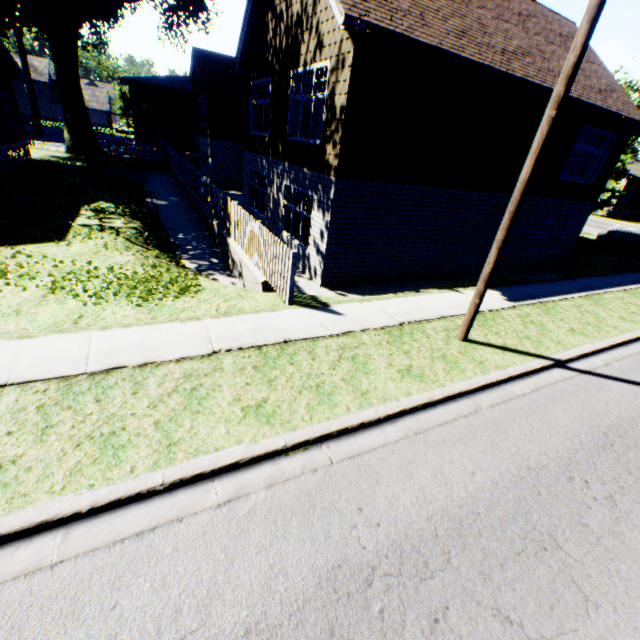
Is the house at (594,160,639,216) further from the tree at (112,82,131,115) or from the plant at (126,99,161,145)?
the plant at (126,99,161,145)

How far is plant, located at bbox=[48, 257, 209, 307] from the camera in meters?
6.6 m

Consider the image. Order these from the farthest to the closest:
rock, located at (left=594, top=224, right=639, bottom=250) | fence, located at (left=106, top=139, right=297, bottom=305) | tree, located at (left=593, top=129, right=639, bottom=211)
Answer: tree, located at (left=593, top=129, right=639, bottom=211)
rock, located at (left=594, top=224, right=639, bottom=250)
fence, located at (left=106, top=139, right=297, bottom=305)

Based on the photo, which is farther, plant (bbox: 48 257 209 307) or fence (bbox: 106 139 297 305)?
fence (bbox: 106 139 297 305)

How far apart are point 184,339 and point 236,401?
1.8 meters

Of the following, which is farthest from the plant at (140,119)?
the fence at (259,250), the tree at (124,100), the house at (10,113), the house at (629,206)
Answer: the house at (629,206)

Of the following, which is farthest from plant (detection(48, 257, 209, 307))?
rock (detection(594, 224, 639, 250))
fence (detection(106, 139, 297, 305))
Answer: rock (detection(594, 224, 639, 250))

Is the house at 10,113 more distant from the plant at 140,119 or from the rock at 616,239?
the rock at 616,239
